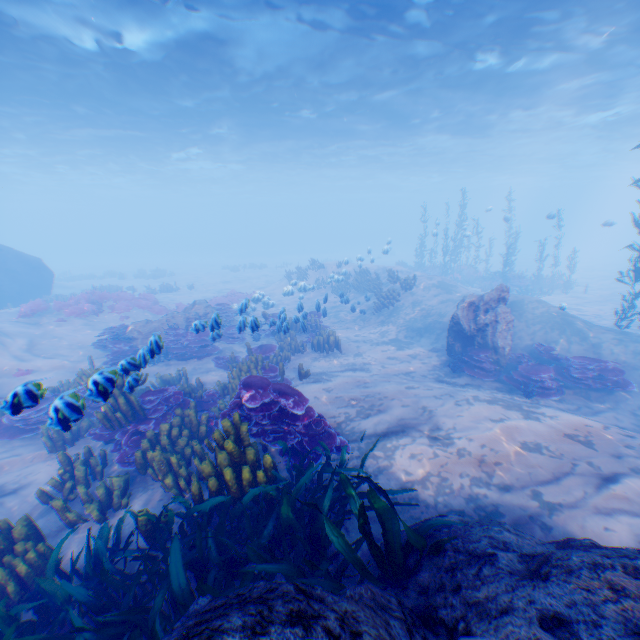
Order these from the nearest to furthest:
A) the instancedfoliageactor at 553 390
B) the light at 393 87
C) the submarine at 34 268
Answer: the instancedfoliageactor at 553 390, the light at 393 87, the submarine at 34 268

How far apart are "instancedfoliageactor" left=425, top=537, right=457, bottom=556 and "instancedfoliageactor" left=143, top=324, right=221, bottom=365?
10.4 meters

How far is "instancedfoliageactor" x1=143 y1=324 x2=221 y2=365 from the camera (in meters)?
12.43

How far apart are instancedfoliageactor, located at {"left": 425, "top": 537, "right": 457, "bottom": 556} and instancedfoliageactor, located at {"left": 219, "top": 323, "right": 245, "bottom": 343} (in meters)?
11.56

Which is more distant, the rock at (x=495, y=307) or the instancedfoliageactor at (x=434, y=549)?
the rock at (x=495, y=307)

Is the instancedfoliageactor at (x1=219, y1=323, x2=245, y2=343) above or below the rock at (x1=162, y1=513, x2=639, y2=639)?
below

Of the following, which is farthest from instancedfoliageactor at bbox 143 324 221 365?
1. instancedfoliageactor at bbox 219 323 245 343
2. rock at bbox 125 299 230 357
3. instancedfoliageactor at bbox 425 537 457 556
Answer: instancedfoliageactor at bbox 425 537 457 556

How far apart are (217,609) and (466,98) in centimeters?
2621cm
